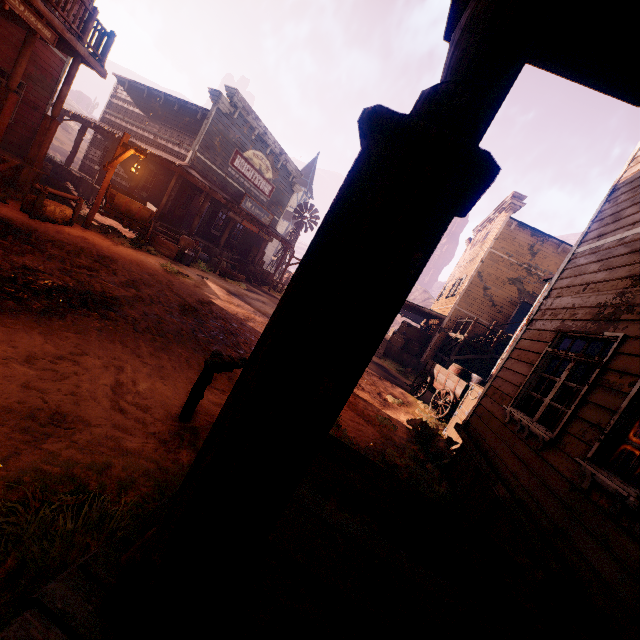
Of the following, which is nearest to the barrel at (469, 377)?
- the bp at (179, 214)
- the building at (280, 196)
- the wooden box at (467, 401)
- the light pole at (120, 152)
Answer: the building at (280, 196)

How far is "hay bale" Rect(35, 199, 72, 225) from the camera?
8.6 meters

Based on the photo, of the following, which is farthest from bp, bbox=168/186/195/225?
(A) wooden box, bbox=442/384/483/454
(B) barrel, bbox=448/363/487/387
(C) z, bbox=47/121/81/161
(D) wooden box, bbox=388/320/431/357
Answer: (A) wooden box, bbox=442/384/483/454

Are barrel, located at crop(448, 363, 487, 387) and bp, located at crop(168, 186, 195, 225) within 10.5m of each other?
no

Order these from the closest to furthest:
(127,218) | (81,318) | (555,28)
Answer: (555,28) < (81,318) < (127,218)

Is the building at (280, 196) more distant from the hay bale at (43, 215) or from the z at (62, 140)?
the hay bale at (43, 215)

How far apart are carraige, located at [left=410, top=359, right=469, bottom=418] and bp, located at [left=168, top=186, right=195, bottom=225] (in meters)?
14.42

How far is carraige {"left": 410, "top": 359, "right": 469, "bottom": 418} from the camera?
10.91m
